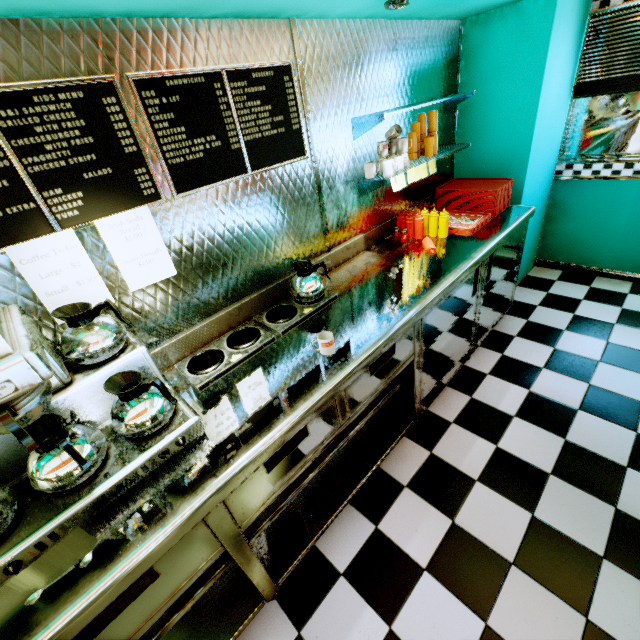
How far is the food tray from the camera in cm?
274

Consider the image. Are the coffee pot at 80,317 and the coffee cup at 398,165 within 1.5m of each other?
no

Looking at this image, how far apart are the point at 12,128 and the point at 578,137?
4.7 meters

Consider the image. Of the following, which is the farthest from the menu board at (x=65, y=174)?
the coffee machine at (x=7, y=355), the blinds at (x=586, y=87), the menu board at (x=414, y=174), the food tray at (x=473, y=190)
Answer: the blinds at (x=586, y=87)

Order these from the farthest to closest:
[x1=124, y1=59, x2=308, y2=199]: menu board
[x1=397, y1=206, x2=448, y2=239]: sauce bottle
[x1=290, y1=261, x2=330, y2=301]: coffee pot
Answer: [x1=397, y1=206, x2=448, y2=239]: sauce bottle → [x1=290, y1=261, x2=330, y2=301]: coffee pot → [x1=124, y1=59, x2=308, y2=199]: menu board

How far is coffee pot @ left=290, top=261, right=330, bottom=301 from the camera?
2.0 meters

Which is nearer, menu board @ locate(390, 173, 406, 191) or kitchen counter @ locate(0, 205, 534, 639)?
kitchen counter @ locate(0, 205, 534, 639)

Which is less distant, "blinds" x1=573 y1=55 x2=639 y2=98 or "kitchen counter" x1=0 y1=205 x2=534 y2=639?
"kitchen counter" x1=0 y1=205 x2=534 y2=639
